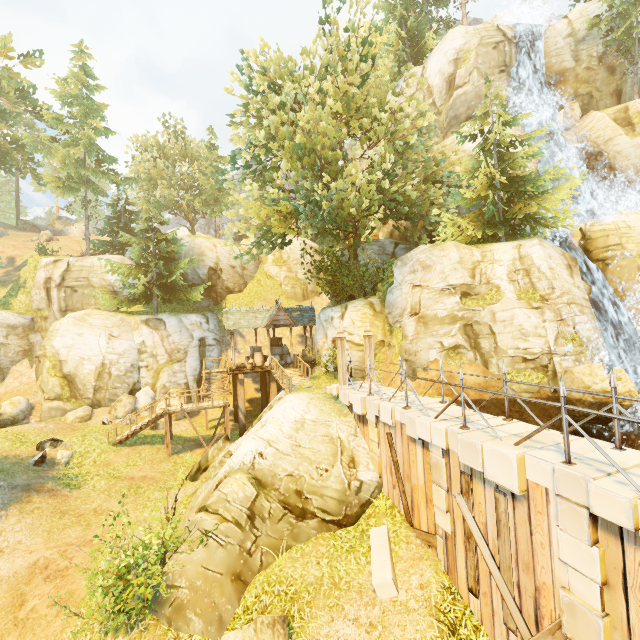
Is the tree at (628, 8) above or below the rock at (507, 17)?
below

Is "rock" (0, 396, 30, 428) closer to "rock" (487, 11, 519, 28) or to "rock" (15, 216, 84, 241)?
"rock" (15, 216, 84, 241)

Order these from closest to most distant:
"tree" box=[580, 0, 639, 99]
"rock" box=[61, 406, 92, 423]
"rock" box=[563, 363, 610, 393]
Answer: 1. "rock" box=[563, 363, 610, 393]
2. "rock" box=[61, 406, 92, 423]
3. "tree" box=[580, 0, 639, 99]

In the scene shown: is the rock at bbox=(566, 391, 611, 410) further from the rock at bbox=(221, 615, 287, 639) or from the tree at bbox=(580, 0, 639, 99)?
the rock at bbox=(221, 615, 287, 639)

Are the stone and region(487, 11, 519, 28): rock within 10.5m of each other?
no

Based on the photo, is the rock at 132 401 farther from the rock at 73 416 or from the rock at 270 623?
the rock at 270 623

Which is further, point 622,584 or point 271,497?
point 271,497

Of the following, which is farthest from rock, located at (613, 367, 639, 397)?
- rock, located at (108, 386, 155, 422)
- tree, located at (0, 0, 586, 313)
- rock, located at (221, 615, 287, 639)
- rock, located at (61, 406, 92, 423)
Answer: rock, located at (61, 406, 92, 423)
